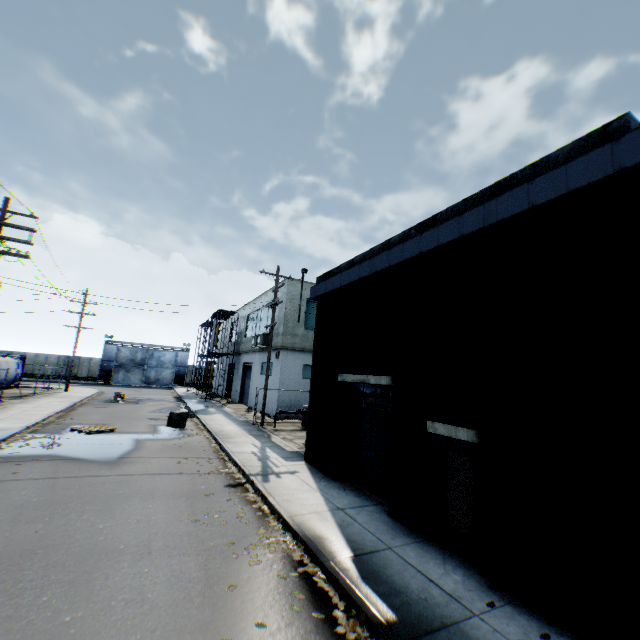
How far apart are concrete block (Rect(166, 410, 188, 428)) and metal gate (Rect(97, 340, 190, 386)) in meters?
35.4

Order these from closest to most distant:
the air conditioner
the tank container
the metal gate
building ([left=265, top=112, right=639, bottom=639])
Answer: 1. building ([left=265, top=112, right=639, bottom=639])
2. the air conditioner
3. the tank container
4. the metal gate

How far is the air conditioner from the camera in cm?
2394

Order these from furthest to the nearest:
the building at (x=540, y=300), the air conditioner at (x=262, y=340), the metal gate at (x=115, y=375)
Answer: the metal gate at (x=115, y=375) → the air conditioner at (x=262, y=340) → the building at (x=540, y=300)

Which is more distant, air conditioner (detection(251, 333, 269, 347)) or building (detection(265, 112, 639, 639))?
air conditioner (detection(251, 333, 269, 347))

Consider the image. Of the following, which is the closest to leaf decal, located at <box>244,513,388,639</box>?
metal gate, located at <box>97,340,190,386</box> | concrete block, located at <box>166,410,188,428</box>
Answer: concrete block, located at <box>166,410,188,428</box>

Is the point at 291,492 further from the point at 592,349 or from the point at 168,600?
the point at 592,349

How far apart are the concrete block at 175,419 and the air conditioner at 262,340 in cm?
732
